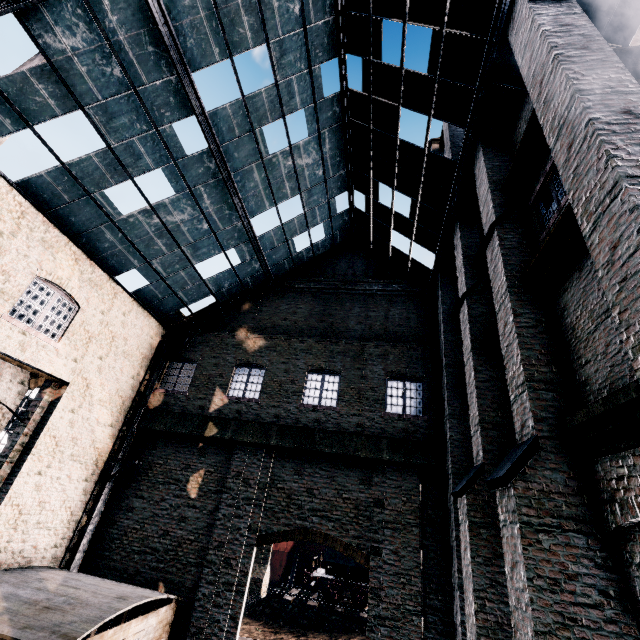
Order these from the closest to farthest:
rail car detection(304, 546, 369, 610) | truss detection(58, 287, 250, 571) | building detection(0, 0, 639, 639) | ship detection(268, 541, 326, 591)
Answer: building detection(0, 0, 639, 639) → truss detection(58, 287, 250, 571) → rail car detection(304, 546, 369, 610) → ship detection(268, 541, 326, 591)

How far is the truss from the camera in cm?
1277

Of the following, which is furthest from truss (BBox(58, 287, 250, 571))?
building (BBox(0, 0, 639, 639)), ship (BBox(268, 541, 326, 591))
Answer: ship (BBox(268, 541, 326, 591))

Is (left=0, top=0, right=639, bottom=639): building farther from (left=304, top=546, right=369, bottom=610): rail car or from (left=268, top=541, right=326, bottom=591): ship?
(left=268, top=541, right=326, bottom=591): ship

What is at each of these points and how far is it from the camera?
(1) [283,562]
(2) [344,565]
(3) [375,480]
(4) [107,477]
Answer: (1) ship, 43.2 meters
(2) rail car, 25.2 meters
(3) building, 12.9 meters
(4) truss, 13.8 meters

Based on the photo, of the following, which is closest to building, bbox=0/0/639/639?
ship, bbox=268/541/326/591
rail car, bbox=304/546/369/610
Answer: rail car, bbox=304/546/369/610

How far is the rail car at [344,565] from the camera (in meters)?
24.58

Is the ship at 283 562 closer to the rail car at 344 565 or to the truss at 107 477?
the rail car at 344 565
